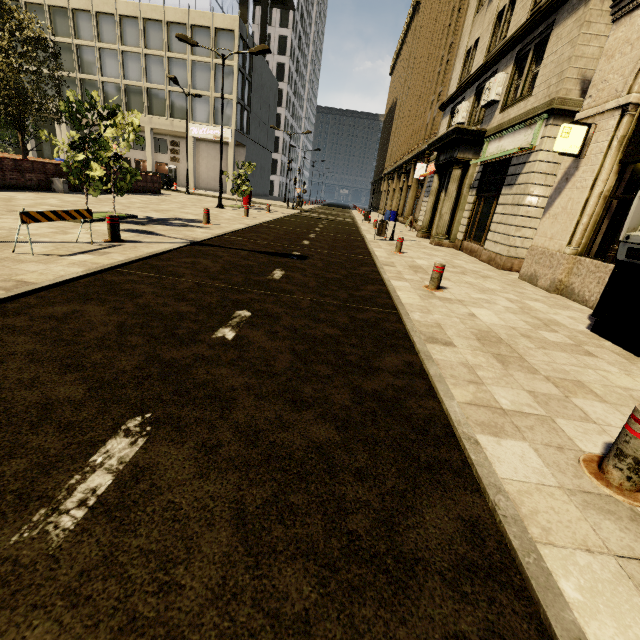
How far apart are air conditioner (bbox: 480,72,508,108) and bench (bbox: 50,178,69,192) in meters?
18.9

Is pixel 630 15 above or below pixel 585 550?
above

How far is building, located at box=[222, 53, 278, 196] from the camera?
34.8m

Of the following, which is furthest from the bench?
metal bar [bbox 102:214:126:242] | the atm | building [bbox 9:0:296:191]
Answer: the atm

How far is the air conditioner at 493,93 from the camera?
12.57m

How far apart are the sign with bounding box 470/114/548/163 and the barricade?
11.8m

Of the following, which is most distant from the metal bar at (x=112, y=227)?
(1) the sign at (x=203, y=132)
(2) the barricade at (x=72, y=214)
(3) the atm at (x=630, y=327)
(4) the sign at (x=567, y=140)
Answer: (1) the sign at (x=203, y=132)

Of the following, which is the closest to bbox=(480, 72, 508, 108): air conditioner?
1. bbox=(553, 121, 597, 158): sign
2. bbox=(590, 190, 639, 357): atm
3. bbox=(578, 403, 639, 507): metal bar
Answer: bbox=(553, 121, 597, 158): sign
